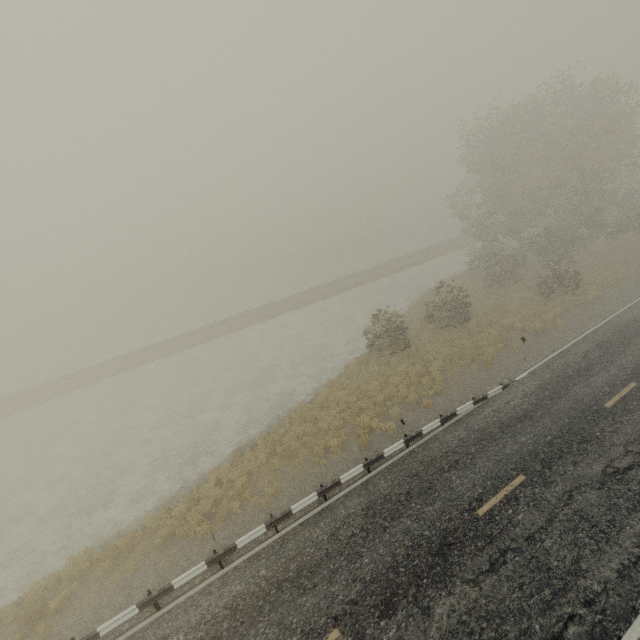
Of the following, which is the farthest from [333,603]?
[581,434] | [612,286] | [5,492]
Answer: [612,286]
